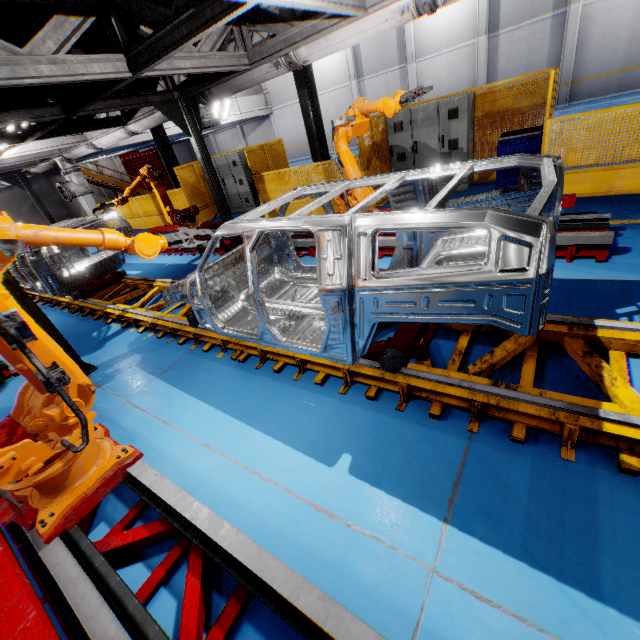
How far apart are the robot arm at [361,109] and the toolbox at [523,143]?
2.9m

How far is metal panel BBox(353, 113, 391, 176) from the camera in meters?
8.4

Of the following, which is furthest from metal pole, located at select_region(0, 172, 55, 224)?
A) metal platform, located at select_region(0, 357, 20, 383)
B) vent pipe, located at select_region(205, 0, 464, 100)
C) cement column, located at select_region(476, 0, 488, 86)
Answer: cement column, located at select_region(476, 0, 488, 86)

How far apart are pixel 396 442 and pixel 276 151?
11.29m

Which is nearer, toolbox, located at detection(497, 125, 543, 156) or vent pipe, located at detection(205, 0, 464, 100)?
vent pipe, located at detection(205, 0, 464, 100)

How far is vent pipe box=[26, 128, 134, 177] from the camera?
7.9 meters

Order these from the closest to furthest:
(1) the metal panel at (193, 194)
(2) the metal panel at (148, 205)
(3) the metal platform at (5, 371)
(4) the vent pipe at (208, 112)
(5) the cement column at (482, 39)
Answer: (3) the metal platform at (5, 371) → (4) the vent pipe at (208, 112) → (1) the metal panel at (193, 194) → (2) the metal panel at (148, 205) → (5) the cement column at (482, 39)

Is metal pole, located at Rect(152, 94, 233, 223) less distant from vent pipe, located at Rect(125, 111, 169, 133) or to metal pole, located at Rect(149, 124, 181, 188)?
vent pipe, located at Rect(125, 111, 169, 133)
